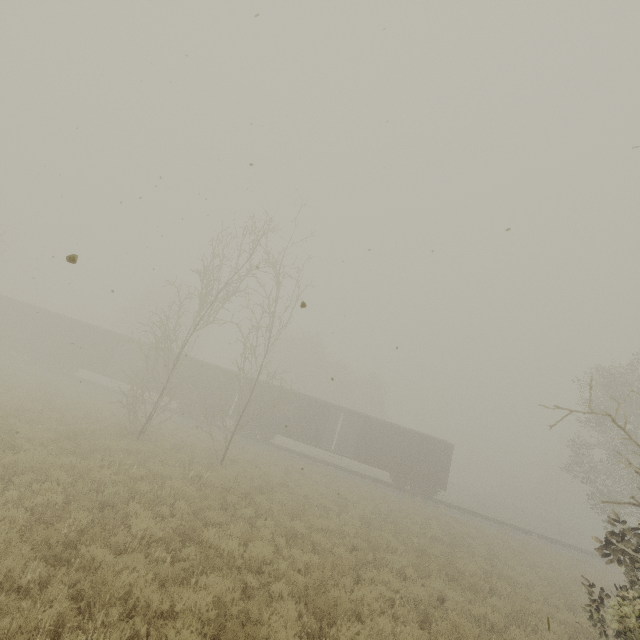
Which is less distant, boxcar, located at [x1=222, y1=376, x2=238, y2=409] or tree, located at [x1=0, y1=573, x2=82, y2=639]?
tree, located at [x1=0, y1=573, x2=82, y2=639]

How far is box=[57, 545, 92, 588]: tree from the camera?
5.01m

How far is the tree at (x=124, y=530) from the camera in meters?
6.4 m

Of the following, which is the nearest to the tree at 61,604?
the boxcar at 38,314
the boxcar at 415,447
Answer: the boxcar at 415,447

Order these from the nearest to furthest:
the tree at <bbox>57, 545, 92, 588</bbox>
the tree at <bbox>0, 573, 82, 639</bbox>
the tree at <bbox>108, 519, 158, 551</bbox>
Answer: the tree at <bbox>0, 573, 82, 639</bbox> < the tree at <bbox>57, 545, 92, 588</bbox> < the tree at <bbox>108, 519, 158, 551</bbox>

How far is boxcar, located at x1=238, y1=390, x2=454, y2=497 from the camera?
26.2 meters

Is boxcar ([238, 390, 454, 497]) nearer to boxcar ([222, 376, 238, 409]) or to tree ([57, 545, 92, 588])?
boxcar ([222, 376, 238, 409])

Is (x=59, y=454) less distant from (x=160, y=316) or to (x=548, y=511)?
(x=160, y=316)
